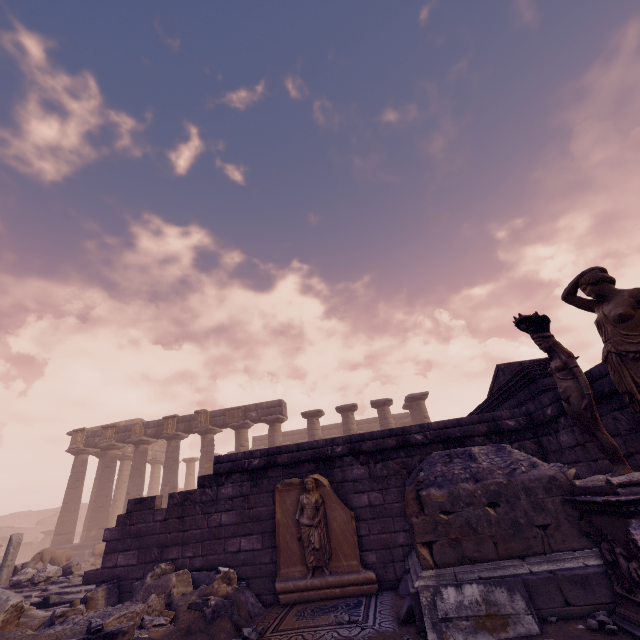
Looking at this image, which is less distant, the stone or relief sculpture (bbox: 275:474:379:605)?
the stone

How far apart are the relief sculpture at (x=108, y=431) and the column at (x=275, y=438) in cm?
1004

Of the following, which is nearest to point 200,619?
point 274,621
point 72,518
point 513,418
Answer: point 274,621

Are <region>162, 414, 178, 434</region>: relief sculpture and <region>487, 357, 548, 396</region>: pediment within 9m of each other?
no

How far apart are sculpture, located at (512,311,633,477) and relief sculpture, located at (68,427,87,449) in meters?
26.2

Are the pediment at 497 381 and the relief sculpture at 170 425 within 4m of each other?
no

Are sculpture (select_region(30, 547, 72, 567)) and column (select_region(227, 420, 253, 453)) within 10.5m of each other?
yes

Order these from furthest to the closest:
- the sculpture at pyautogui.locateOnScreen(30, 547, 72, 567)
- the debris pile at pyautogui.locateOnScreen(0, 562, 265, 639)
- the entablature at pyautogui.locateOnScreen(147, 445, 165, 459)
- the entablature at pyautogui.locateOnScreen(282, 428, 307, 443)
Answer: the entablature at pyautogui.locateOnScreen(282, 428, 307, 443)
the entablature at pyautogui.locateOnScreen(147, 445, 165, 459)
the sculpture at pyautogui.locateOnScreen(30, 547, 72, 567)
the debris pile at pyautogui.locateOnScreen(0, 562, 265, 639)
